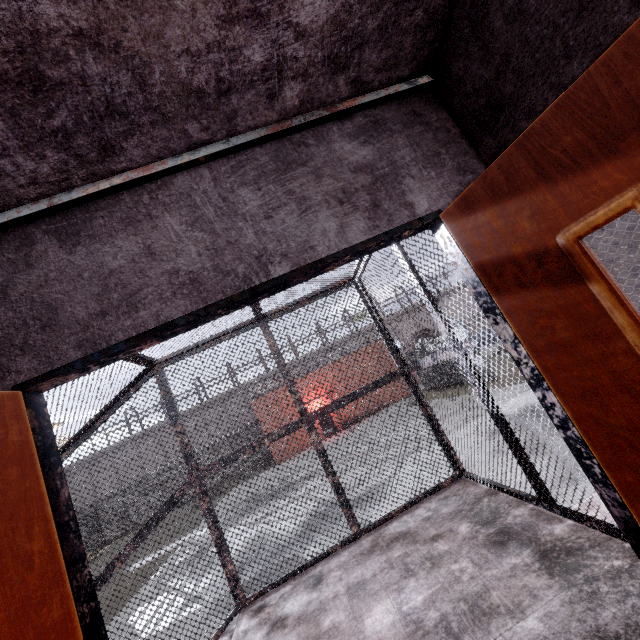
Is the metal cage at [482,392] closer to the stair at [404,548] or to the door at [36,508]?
the stair at [404,548]

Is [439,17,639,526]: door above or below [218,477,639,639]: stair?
above

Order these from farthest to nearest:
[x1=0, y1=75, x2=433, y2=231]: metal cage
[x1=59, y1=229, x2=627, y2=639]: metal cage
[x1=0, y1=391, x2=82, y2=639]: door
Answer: [x1=59, y1=229, x2=627, y2=639]: metal cage, [x1=0, y1=75, x2=433, y2=231]: metal cage, [x1=0, y1=391, x2=82, y2=639]: door

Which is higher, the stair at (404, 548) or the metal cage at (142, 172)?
the metal cage at (142, 172)

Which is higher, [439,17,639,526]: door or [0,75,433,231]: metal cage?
[0,75,433,231]: metal cage

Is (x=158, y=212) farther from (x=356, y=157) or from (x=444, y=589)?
(x=444, y=589)

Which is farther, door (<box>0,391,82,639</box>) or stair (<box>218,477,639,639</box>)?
stair (<box>218,477,639,639</box>)

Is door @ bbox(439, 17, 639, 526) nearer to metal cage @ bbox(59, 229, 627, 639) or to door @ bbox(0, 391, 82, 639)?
metal cage @ bbox(59, 229, 627, 639)
